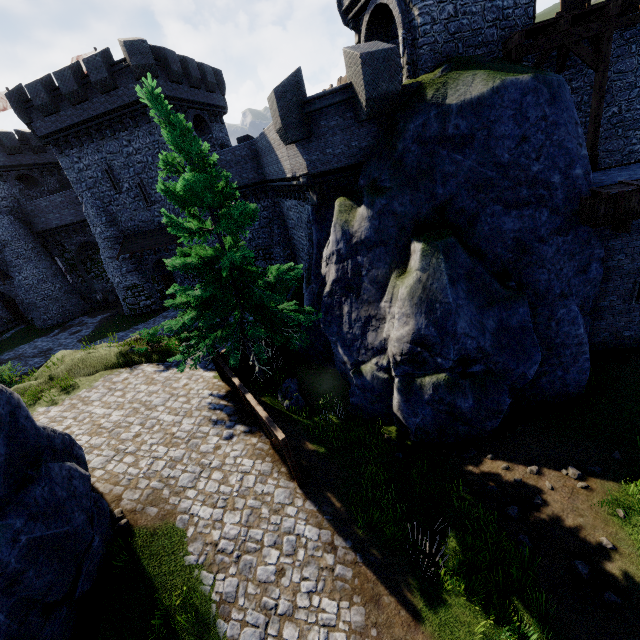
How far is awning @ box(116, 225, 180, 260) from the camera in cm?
2492

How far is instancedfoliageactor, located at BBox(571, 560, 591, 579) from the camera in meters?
6.7 m

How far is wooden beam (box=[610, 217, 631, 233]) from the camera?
Result: 9.6 meters

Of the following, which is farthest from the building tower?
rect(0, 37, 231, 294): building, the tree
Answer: rect(0, 37, 231, 294): building

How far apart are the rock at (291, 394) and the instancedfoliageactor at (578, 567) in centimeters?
860cm

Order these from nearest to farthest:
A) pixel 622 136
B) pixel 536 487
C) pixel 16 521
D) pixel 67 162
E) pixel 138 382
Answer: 1. pixel 16 521
2. pixel 536 487
3. pixel 138 382
4. pixel 622 136
5. pixel 67 162

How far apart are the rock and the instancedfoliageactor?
8.6m

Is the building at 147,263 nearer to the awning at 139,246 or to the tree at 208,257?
the awning at 139,246
